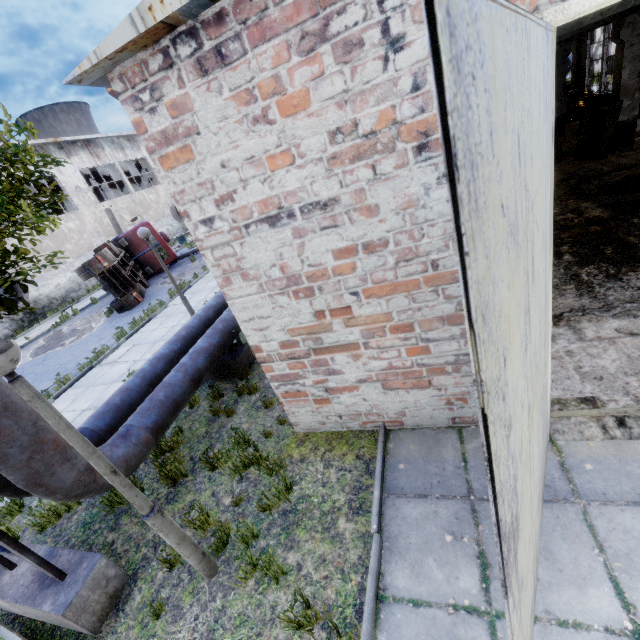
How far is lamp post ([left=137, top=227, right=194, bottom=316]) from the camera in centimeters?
848cm

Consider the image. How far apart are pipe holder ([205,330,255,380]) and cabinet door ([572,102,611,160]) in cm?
1353

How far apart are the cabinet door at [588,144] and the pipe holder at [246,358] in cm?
1353

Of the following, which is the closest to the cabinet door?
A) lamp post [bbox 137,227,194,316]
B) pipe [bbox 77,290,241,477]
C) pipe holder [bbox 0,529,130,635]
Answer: pipe [bbox 77,290,241,477]

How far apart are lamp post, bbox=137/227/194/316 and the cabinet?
14.7m

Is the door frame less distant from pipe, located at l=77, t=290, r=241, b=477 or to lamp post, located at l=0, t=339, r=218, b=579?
lamp post, located at l=0, t=339, r=218, b=579

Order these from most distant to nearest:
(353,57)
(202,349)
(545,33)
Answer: (202,349) → (353,57) → (545,33)

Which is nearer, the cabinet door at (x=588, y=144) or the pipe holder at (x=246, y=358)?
the pipe holder at (x=246, y=358)
